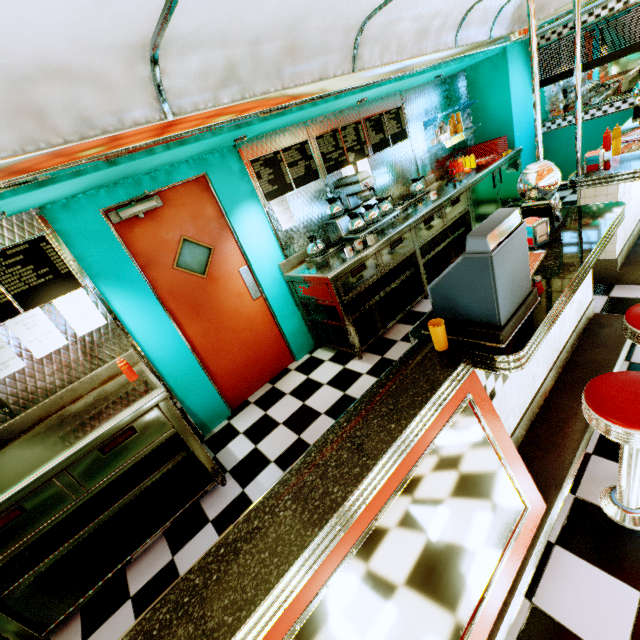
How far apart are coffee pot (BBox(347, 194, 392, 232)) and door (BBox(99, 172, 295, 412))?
1.3m

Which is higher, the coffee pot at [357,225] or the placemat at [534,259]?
the coffee pot at [357,225]

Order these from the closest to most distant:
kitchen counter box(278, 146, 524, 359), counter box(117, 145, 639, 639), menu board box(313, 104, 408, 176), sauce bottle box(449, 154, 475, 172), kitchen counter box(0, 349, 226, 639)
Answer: counter box(117, 145, 639, 639) < kitchen counter box(0, 349, 226, 639) < kitchen counter box(278, 146, 524, 359) < menu board box(313, 104, 408, 176) < sauce bottle box(449, 154, 475, 172)

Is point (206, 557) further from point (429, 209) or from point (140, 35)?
point (429, 209)

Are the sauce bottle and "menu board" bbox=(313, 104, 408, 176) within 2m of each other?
yes

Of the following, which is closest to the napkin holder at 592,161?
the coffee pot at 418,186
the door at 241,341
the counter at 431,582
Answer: the counter at 431,582

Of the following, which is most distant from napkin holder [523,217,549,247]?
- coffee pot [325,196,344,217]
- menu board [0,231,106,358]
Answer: menu board [0,231,106,358]

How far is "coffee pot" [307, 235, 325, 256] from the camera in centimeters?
384cm
